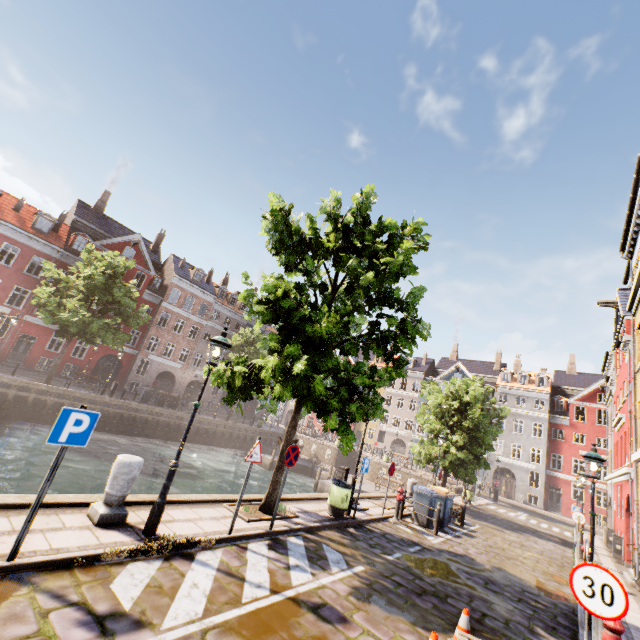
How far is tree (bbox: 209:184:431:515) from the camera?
7.97m

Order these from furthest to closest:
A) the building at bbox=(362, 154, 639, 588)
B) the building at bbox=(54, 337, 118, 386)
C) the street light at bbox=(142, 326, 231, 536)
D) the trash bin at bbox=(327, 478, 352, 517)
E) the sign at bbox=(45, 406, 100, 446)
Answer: the building at bbox=(54, 337, 118, 386)
the building at bbox=(362, 154, 639, 588)
the trash bin at bbox=(327, 478, 352, 517)
the street light at bbox=(142, 326, 231, 536)
the sign at bbox=(45, 406, 100, 446)

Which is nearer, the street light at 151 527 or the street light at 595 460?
the street light at 151 527

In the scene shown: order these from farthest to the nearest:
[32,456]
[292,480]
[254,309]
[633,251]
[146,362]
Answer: [146,362] → [292,480] → [32,456] → [633,251] → [254,309]

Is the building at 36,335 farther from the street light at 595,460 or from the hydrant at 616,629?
the hydrant at 616,629

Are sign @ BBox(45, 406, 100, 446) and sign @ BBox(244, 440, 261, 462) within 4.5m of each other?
yes

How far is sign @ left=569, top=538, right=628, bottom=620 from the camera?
Answer: 3.7m

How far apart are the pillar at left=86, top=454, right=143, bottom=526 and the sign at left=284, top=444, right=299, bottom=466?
3.08m
